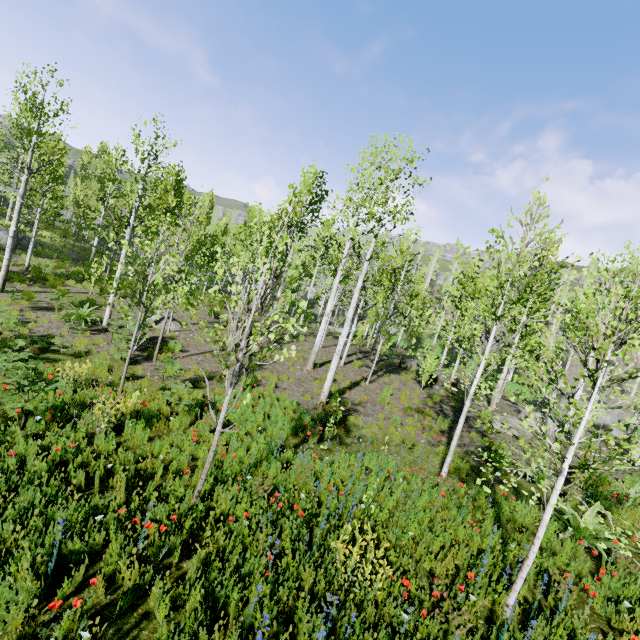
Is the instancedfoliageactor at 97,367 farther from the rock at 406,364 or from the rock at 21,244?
the rock at 406,364

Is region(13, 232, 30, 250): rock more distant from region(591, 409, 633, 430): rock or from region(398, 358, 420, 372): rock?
region(591, 409, 633, 430): rock

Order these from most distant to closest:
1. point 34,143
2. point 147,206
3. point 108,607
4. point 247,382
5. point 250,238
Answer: point 147,206 < point 250,238 < point 34,143 < point 247,382 < point 108,607

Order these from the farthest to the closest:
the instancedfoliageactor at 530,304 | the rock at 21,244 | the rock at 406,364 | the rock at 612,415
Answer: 1. the rock at 21,244
2. the rock at 612,415
3. the rock at 406,364
4. the instancedfoliageactor at 530,304

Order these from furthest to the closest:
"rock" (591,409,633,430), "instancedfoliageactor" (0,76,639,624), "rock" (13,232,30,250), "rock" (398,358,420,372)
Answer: "rock" (13,232,30,250), "rock" (591,409,633,430), "rock" (398,358,420,372), "instancedfoliageactor" (0,76,639,624)

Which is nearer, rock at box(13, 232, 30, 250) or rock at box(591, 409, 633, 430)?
rock at box(591, 409, 633, 430)

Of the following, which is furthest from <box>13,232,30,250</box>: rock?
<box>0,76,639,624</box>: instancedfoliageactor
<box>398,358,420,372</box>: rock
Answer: <box>398,358,420,372</box>: rock

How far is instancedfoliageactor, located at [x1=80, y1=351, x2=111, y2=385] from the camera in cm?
803
